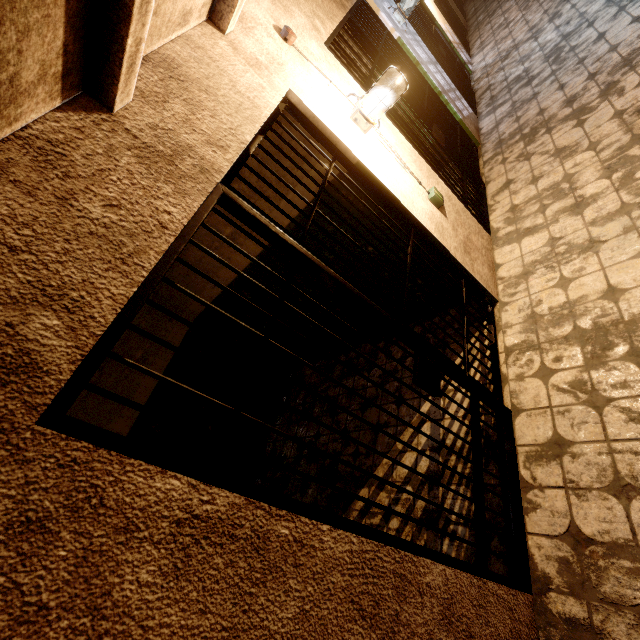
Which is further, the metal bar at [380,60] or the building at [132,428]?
the building at [132,428]

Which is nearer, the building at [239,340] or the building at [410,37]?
the building at [410,37]

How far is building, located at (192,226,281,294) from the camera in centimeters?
336cm

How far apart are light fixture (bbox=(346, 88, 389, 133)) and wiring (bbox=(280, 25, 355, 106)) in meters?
0.5 m

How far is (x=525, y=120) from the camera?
4.1m

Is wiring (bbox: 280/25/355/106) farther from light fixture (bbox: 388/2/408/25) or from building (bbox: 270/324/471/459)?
light fixture (bbox: 388/2/408/25)

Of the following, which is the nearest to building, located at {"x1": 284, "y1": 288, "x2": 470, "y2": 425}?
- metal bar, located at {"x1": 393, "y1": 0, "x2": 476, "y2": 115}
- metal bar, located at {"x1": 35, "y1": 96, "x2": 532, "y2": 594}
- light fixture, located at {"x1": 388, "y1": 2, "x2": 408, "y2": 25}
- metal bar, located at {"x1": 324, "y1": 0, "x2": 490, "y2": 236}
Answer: metal bar, located at {"x1": 35, "y1": 96, "x2": 532, "y2": 594}
